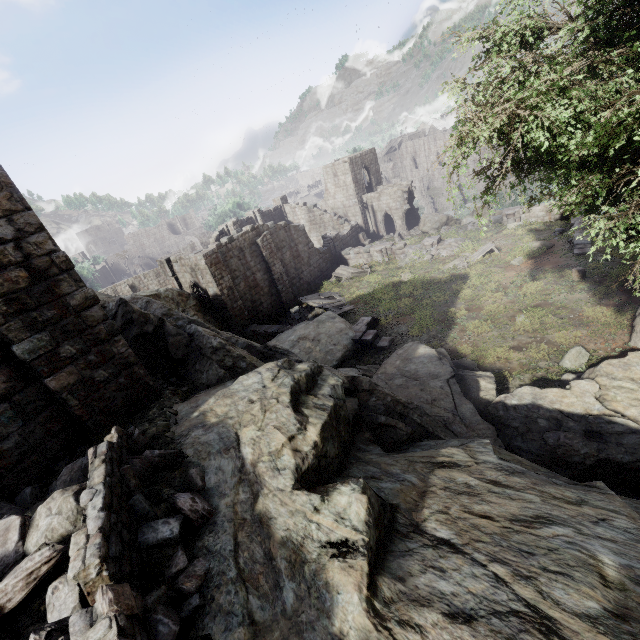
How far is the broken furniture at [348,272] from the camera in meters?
28.3

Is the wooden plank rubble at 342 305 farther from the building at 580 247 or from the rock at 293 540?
the building at 580 247

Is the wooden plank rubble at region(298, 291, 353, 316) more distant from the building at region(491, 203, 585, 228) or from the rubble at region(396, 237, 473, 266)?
the building at region(491, 203, 585, 228)

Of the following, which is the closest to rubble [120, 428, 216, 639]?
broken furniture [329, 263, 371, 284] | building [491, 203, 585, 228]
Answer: broken furniture [329, 263, 371, 284]

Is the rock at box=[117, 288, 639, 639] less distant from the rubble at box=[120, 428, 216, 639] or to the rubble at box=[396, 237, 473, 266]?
the rubble at box=[120, 428, 216, 639]

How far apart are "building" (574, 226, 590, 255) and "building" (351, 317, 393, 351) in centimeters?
1108cm

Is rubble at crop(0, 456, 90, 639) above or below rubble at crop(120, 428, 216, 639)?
above

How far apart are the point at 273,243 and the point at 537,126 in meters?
21.4 m
